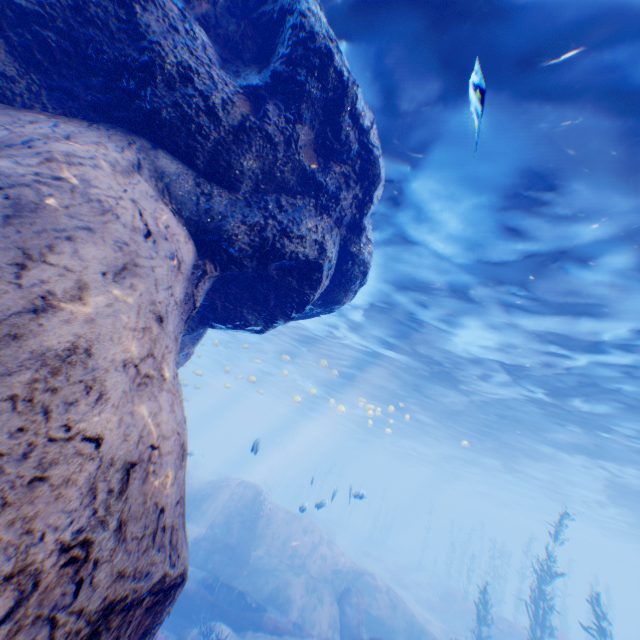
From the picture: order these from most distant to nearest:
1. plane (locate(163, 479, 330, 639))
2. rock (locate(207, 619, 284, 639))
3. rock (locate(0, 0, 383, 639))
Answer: plane (locate(163, 479, 330, 639))
rock (locate(207, 619, 284, 639))
rock (locate(0, 0, 383, 639))

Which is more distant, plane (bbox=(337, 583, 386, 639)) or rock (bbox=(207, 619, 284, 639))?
plane (bbox=(337, 583, 386, 639))

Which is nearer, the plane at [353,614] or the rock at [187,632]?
the rock at [187,632]

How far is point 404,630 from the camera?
13.9m

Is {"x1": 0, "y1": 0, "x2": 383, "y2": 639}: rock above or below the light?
below
